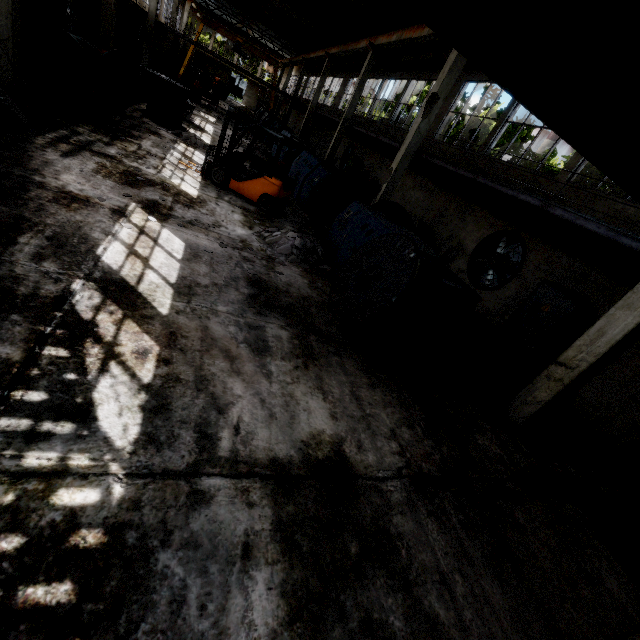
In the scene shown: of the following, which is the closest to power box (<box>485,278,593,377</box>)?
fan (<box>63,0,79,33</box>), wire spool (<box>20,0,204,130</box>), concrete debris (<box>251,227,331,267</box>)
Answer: concrete debris (<box>251,227,331,267</box>)

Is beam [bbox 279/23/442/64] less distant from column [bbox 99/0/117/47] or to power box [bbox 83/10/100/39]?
column [bbox 99/0/117/47]

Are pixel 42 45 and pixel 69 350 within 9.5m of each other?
no

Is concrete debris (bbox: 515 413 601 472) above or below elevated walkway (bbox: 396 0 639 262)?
below

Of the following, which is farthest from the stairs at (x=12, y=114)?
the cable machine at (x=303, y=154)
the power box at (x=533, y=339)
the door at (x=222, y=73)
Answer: the door at (x=222, y=73)

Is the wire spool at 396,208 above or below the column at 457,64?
below

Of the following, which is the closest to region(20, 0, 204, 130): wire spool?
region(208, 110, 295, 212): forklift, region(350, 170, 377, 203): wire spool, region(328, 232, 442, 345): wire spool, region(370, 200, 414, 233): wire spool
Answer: region(208, 110, 295, 212): forklift

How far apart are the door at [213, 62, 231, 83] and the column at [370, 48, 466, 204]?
58.53m
